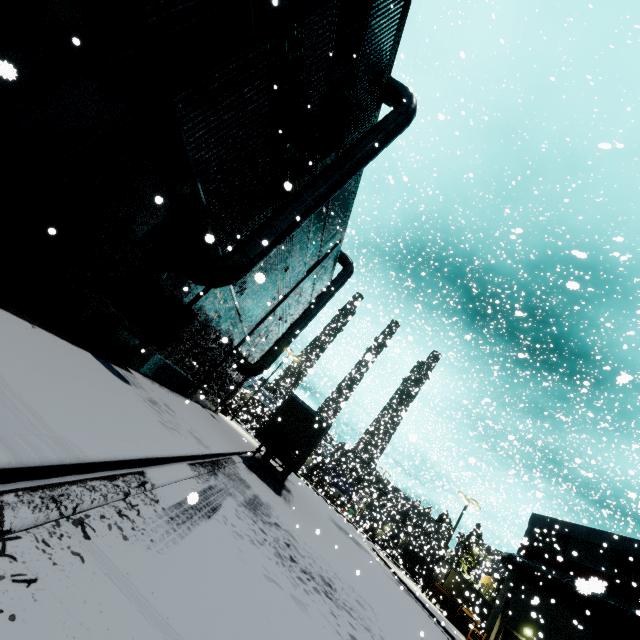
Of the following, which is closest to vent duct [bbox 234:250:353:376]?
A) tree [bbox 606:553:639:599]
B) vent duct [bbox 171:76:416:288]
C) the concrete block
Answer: the concrete block

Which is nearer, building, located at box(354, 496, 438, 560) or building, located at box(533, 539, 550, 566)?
building, located at box(533, 539, 550, 566)

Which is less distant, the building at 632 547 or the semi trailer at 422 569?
the building at 632 547

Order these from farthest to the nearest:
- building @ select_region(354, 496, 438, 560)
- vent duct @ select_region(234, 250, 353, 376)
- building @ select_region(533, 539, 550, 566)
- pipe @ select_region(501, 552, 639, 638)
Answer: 1. building @ select_region(354, 496, 438, 560)
2. building @ select_region(533, 539, 550, 566)
3. vent duct @ select_region(234, 250, 353, 376)
4. pipe @ select_region(501, 552, 639, 638)

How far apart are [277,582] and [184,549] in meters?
2.4

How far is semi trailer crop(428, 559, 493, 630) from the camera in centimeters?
2950cm

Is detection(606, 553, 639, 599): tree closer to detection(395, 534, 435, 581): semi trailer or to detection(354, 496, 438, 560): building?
detection(354, 496, 438, 560): building

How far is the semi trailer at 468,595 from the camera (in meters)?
29.50
